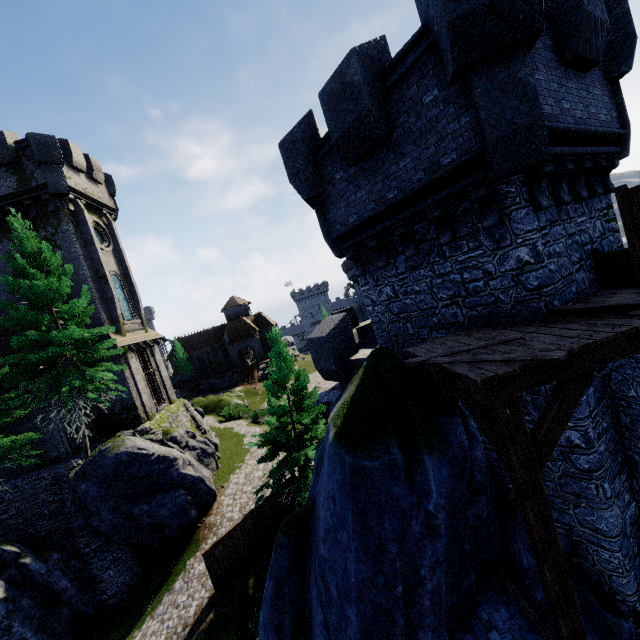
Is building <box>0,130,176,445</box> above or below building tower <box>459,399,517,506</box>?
above

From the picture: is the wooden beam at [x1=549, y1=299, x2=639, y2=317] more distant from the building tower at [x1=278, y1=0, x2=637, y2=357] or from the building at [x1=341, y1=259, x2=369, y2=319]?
the building at [x1=341, y1=259, x2=369, y2=319]

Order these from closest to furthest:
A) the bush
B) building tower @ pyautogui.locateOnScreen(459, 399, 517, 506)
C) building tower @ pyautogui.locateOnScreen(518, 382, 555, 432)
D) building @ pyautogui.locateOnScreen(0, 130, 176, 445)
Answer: building tower @ pyautogui.locateOnScreen(518, 382, 555, 432) → building tower @ pyautogui.locateOnScreen(459, 399, 517, 506) → building @ pyautogui.locateOnScreen(0, 130, 176, 445) → the bush

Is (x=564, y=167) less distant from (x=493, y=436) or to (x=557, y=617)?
(x=493, y=436)

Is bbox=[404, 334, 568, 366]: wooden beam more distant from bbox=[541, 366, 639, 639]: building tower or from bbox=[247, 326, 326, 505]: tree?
bbox=[247, 326, 326, 505]: tree

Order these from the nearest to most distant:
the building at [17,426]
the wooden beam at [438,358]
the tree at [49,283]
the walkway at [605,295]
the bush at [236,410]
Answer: the wooden beam at [438,358], the walkway at [605,295], the tree at [49,283], the building at [17,426], the bush at [236,410]

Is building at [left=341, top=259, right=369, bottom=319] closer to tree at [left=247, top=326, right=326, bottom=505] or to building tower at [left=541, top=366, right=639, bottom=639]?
building tower at [left=541, top=366, right=639, bottom=639]

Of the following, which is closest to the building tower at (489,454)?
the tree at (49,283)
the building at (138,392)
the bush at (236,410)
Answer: the tree at (49,283)
